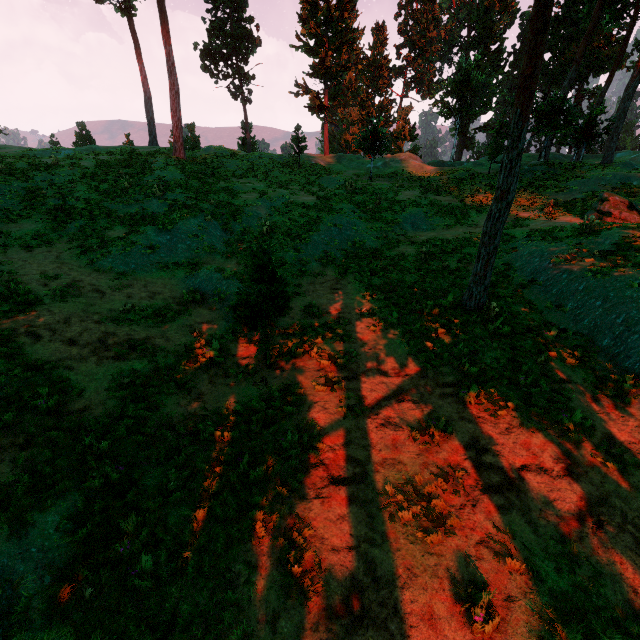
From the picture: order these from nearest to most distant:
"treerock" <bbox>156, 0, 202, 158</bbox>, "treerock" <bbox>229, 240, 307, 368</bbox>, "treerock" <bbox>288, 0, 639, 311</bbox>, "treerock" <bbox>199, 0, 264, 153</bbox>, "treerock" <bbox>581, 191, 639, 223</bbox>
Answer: "treerock" <bbox>229, 240, 307, 368</bbox> < "treerock" <bbox>288, 0, 639, 311</bbox> < "treerock" <bbox>581, 191, 639, 223</bbox> < "treerock" <bbox>156, 0, 202, 158</bbox> < "treerock" <bbox>199, 0, 264, 153</bbox>

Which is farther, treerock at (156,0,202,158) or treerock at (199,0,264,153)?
treerock at (199,0,264,153)

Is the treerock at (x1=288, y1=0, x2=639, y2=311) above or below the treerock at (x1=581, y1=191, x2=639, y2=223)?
above

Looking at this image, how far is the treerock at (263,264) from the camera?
7.68m

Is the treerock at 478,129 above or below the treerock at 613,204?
above

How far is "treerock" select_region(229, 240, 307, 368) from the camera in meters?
7.7 m

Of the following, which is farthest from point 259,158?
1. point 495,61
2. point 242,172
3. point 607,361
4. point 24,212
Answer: point 495,61
